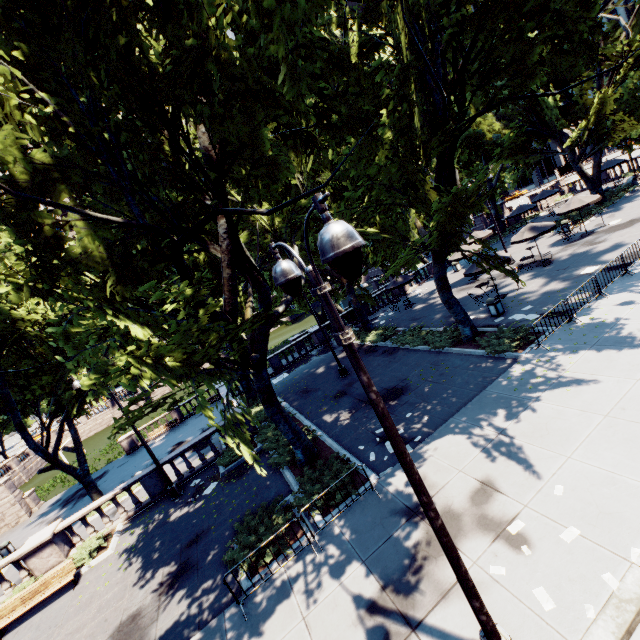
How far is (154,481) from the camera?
16.3m

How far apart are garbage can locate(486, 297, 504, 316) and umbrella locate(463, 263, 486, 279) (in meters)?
1.90

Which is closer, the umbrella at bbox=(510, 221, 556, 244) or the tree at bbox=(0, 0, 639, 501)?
the tree at bbox=(0, 0, 639, 501)

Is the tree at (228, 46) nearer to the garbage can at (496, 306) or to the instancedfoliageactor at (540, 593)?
the garbage can at (496, 306)

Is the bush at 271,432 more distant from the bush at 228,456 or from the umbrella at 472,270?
the umbrella at 472,270

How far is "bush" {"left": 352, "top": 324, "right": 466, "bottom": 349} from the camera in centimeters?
1716cm

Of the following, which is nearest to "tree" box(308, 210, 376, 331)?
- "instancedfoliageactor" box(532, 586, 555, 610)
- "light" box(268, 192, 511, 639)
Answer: "light" box(268, 192, 511, 639)

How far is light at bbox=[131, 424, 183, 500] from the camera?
15.30m
